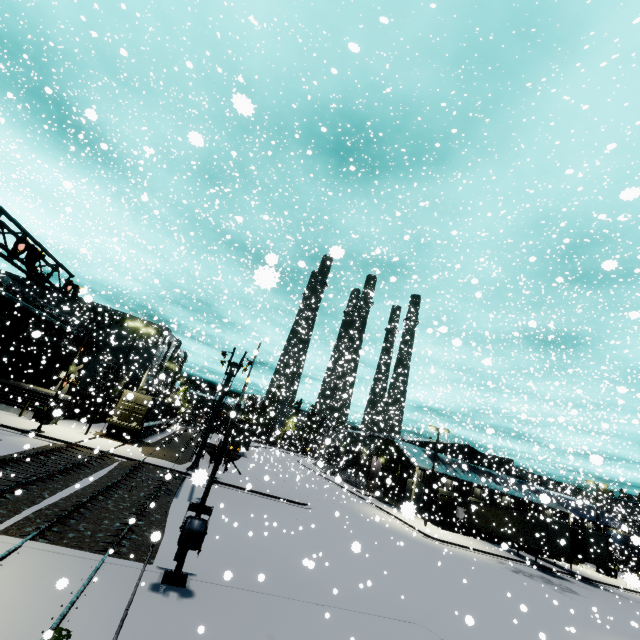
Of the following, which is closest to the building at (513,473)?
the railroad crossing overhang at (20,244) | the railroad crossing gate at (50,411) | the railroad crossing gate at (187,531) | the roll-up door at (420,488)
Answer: → the roll-up door at (420,488)

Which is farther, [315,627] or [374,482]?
[374,482]

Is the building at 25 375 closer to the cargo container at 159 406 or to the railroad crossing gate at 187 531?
the cargo container at 159 406

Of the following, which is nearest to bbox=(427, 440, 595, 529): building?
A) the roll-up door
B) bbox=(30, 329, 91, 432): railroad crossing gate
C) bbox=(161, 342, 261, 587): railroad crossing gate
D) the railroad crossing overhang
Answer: the roll-up door

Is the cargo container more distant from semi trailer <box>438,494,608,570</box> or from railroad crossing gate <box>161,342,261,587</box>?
railroad crossing gate <box>161,342,261,587</box>

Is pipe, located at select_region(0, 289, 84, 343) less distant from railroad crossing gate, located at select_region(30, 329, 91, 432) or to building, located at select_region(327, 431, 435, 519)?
building, located at select_region(327, 431, 435, 519)

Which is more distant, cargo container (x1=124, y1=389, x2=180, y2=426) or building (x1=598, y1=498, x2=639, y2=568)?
building (x1=598, y1=498, x2=639, y2=568)

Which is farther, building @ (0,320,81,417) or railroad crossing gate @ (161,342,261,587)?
building @ (0,320,81,417)
